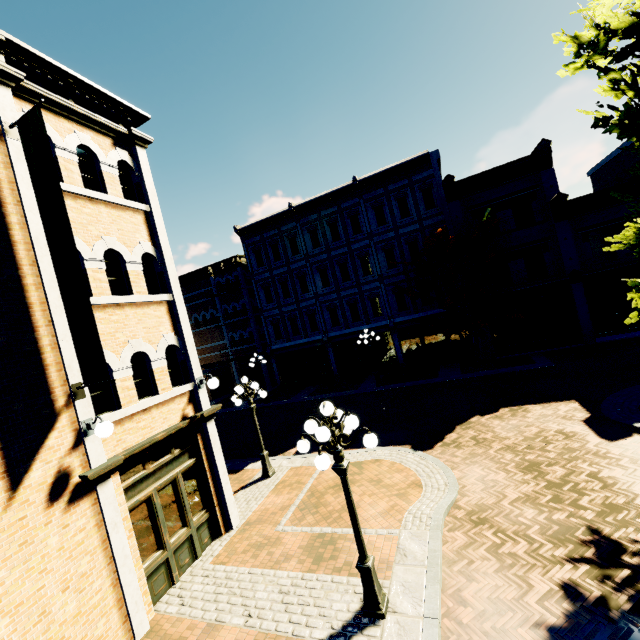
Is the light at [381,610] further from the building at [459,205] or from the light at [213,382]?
the building at [459,205]

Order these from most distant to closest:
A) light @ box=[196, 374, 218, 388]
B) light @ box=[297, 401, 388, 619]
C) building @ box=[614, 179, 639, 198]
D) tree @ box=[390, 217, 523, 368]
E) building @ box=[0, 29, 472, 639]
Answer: tree @ box=[390, 217, 523, 368], building @ box=[614, 179, 639, 198], light @ box=[196, 374, 218, 388], building @ box=[0, 29, 472, 639], light @ box=[297, 401, 388, 619]

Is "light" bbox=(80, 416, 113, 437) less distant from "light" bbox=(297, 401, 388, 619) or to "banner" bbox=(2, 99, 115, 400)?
"banner" bbox=(2, 99, 115, 400)

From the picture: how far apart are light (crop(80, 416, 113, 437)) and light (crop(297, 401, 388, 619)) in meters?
3.5

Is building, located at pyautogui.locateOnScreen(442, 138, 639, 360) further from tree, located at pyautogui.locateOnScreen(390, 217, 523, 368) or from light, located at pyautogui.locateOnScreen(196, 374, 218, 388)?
light, located at pyautogui.locateOnScreen(196, 374, 218, 388)

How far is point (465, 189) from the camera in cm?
1939

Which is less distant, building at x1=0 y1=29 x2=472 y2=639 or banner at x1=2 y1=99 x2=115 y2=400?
banner at x1=2 y1=99 x2=115 y2=400

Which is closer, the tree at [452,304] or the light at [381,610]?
the light at [381,610]
